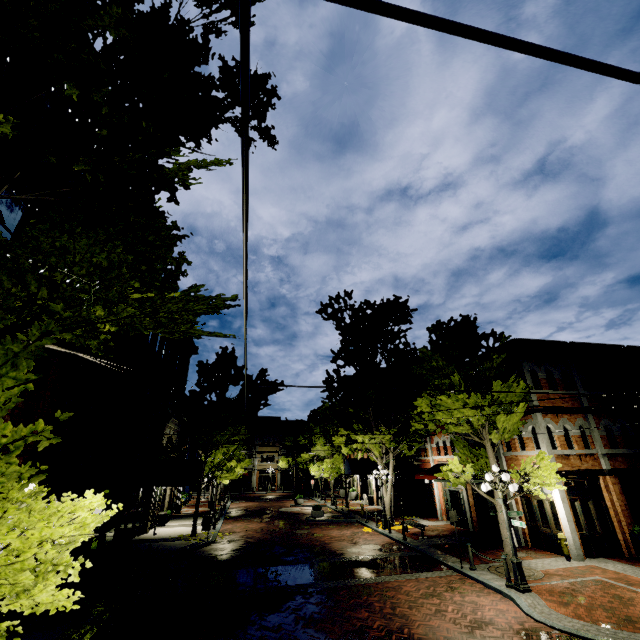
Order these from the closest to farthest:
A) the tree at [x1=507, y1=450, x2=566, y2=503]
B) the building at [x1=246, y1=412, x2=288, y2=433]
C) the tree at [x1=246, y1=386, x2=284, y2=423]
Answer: the tree at [x1=507, y1=450, x2=566, y2=503] → the tree at [x1=246, y1=386, x2=284, y2=423] → the building at [x1=246, y1=412, x2=288, y2=433]

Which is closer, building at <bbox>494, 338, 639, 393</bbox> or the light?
the light

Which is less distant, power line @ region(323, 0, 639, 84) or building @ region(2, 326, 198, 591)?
power line @ region(323, 0, 639, 84)

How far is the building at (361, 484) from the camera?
31.7 meters

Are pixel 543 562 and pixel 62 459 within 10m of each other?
no

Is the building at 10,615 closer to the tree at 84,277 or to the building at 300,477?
the tree at 84,277

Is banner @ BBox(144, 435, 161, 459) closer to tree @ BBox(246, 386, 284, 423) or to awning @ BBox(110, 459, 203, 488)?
tree @ BBox(246, 386, 284, 423)

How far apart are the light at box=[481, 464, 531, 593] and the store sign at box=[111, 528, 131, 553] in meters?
16.8
